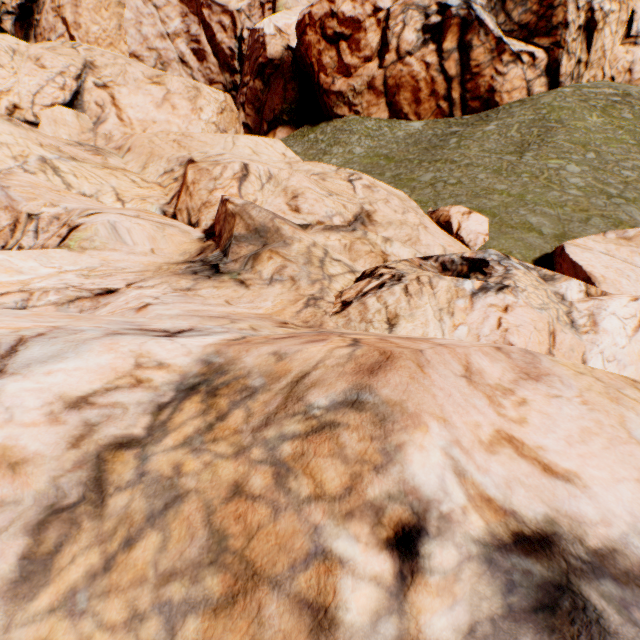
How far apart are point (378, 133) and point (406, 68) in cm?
663
